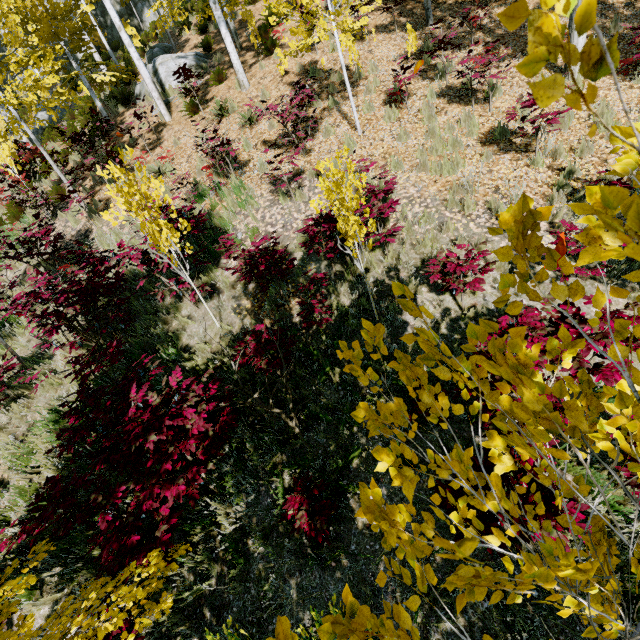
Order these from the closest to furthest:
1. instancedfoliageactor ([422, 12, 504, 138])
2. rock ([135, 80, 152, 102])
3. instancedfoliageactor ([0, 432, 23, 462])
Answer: instancedfoliageactor ([0, 432, 23, 462])
instancedfoliageactor ([422, 12, 504, 138])
rock ([135, 80, 152, 102])

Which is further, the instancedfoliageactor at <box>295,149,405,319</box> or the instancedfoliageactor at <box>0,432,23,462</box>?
the instancedfoliageactor at <box>0,432,23,462</box>

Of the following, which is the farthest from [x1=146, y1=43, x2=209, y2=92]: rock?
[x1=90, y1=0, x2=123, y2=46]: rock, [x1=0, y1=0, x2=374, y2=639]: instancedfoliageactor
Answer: [x1=90, y1=0, x2=123, y2=46]: rock

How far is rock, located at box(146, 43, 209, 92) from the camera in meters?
12.8 m

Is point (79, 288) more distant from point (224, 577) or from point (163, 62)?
point (163, 62)

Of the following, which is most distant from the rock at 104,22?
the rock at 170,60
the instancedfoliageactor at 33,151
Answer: the rock at 170,60
